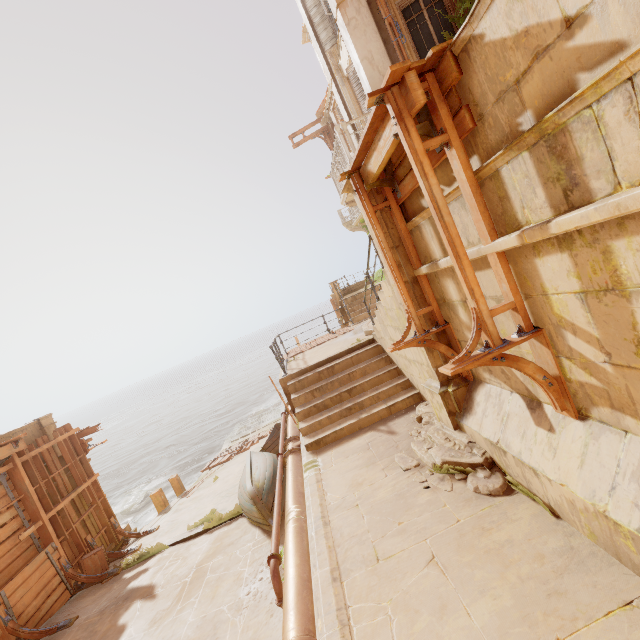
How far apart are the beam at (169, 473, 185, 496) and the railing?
15.46m

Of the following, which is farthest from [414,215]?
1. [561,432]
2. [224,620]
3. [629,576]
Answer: [224,620]

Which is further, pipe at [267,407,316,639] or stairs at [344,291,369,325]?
stairs at [344,291,369,325]

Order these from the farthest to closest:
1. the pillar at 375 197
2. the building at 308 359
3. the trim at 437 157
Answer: the building at 308 359, the pillar at 375 197, the trim at 437 157

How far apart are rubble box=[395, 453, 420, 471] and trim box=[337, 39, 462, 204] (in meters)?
3.55

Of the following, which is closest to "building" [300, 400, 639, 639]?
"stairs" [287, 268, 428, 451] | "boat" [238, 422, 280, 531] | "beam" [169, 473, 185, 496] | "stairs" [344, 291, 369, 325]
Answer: "beam" [169, 473, 185, 496]

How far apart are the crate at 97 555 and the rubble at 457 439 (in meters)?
10.26

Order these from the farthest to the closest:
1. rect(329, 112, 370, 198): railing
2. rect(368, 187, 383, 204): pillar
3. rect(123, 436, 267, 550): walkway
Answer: rect(123, 436, 267, 550): walkway < rect(329, 112, 370, 198): railing < rect(368, 187, 383, 204): pillar
